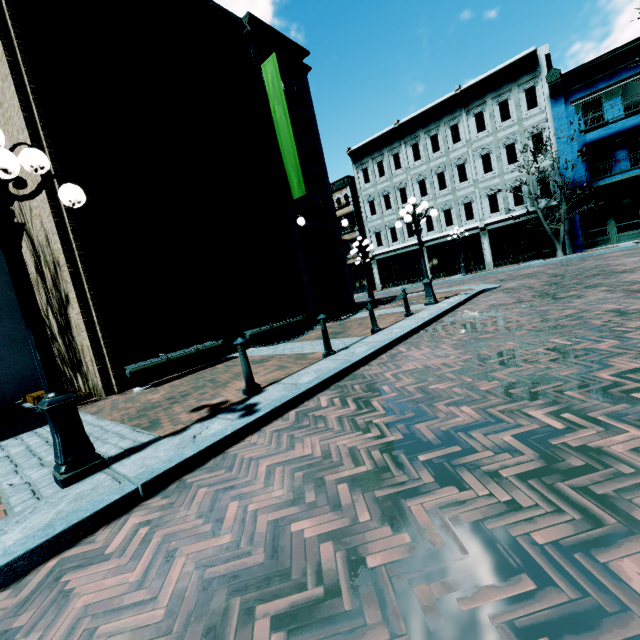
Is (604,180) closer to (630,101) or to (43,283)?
(630,101)

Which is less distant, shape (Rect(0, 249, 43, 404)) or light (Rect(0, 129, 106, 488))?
light (Rect(0, 129, 106, 488))

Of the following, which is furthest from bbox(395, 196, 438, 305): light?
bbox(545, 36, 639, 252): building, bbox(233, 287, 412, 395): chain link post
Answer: bbox(545, 36, 639, 252): building

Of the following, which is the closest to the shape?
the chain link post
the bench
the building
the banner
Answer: the bench

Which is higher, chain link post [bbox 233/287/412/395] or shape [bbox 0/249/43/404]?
shape [bbox 0/249/43/404]

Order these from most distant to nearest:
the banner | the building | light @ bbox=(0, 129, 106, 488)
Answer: the building → the banner → light @ bbox=(0, 129, 106, 488)

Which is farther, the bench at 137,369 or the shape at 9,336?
the shape at 9,336

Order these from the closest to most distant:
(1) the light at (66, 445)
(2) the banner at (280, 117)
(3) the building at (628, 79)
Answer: (1) the light at (66, 445), (2) the banner at (280, 117), (3) the building at (628, 79)
